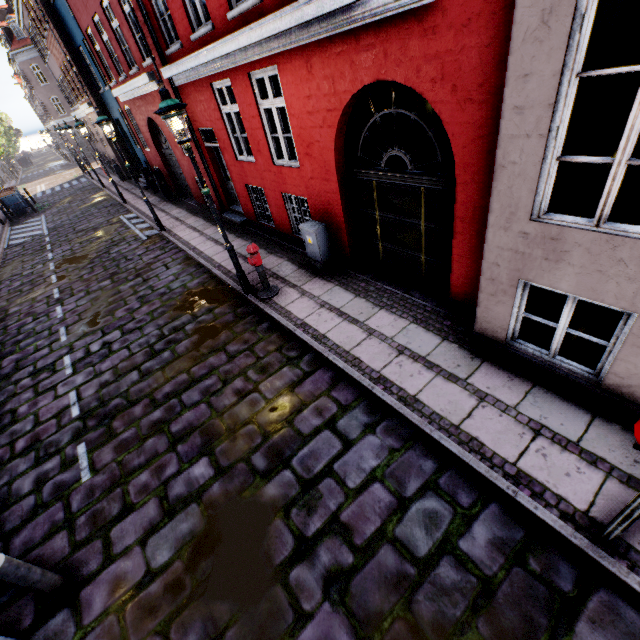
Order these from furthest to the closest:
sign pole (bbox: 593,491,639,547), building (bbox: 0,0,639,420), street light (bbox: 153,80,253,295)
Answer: street light (bbox: 153,80,253,295), building (bbox: 0,0,639,420), sign pole (bbox: 593,491,639,547)

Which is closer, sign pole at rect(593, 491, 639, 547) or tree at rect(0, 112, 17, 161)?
sign pole at rect(593, 491, 639, 547)

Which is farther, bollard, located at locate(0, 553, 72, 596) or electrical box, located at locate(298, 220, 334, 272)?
electrical box, located at locate(298, 220, 334, 272)

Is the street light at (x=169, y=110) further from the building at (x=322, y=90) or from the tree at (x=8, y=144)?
the building at (x=322, y=90)

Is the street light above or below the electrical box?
above

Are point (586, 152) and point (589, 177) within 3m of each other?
yes

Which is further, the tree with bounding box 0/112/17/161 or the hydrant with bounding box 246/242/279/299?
the tree with bounding box 0/112/17/161

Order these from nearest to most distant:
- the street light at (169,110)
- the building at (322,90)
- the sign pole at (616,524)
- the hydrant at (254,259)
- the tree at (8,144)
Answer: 1. the sign pole at (616,524)
2. the building at (322,90)
3. the street light at (169,110)
4. the hydrant at (254,259)
5. the tree at (8,144)
